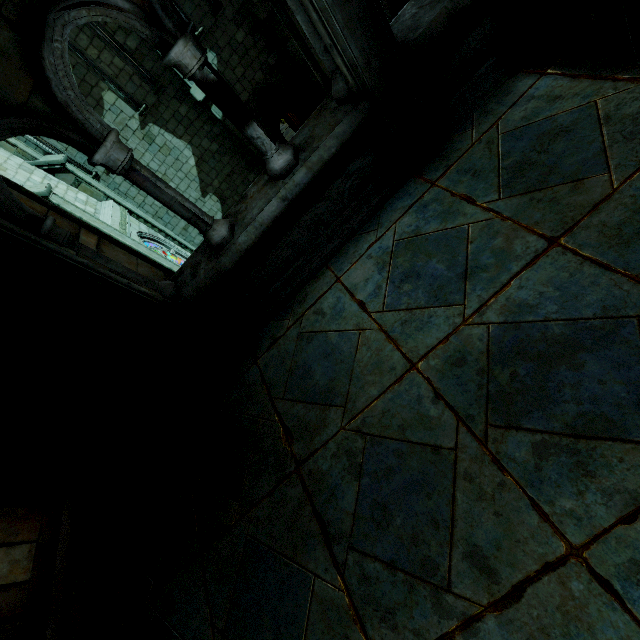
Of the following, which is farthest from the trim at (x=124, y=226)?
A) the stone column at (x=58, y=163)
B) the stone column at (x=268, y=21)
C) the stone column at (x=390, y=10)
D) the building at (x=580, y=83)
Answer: the stone column at (x=390, y=10)

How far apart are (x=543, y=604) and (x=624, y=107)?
3.4m

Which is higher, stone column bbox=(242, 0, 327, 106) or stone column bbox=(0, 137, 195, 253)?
stone column bbox=(0, 137, 195, 253)

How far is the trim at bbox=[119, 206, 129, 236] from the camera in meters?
10.7 m

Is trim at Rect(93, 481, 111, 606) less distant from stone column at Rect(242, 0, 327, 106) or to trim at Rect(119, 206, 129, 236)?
trim at Rect(119, 206, 129, 236)

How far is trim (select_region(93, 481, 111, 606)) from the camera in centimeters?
366cm

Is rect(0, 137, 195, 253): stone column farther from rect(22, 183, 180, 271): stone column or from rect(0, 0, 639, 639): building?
rect(0, 0, 639, 639): building

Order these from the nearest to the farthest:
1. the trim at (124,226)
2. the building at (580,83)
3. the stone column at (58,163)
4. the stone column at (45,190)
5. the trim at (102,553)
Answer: the building at (580,83) < the trim at (102,553) < the stone column at (45,190) < the stone column at (58,163) < the trim at (124,226)
